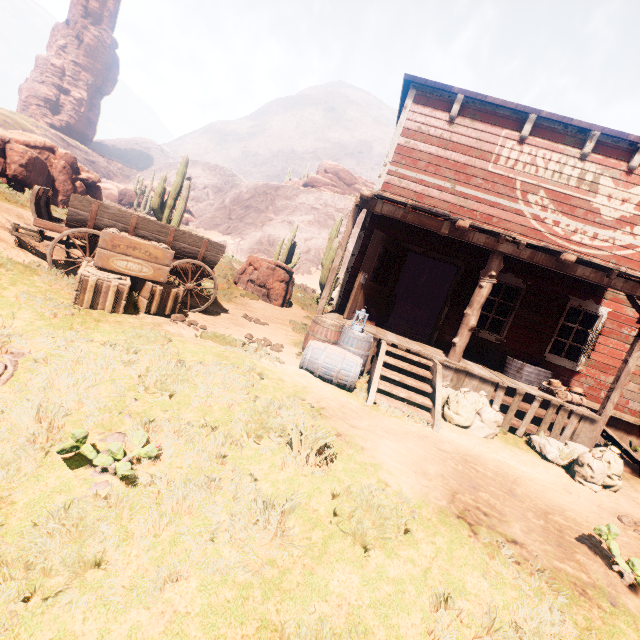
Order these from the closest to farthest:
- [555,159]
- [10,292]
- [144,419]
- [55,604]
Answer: [55,604] → [144,419] → [10,292] → [555,159]

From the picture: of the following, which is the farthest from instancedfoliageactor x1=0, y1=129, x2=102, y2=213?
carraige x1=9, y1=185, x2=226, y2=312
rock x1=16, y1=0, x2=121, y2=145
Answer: A: rock x1=16, y1=0, x2=121, y2=145

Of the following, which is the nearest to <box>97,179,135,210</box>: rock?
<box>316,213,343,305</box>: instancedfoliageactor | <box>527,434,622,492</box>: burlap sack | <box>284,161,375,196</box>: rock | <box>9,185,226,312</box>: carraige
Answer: <box>316,213,343,305</box>: instancedfoliageactor

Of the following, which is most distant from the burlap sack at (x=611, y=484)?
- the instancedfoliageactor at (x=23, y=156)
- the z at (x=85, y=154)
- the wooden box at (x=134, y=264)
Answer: the instancedfoliageactor at (x=23, y=156)

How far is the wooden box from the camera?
4.8 meters

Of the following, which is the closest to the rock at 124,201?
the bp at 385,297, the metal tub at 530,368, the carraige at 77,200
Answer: the carraige at 77,200

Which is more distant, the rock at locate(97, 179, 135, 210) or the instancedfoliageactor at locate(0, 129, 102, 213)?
the rock at locate(97, 179, 135, 210)

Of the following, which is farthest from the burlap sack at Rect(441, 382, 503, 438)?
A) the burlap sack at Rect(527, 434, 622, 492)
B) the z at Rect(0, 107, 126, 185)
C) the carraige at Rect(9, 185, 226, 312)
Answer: the carraige at Rect(9, 185, 226, 312)
